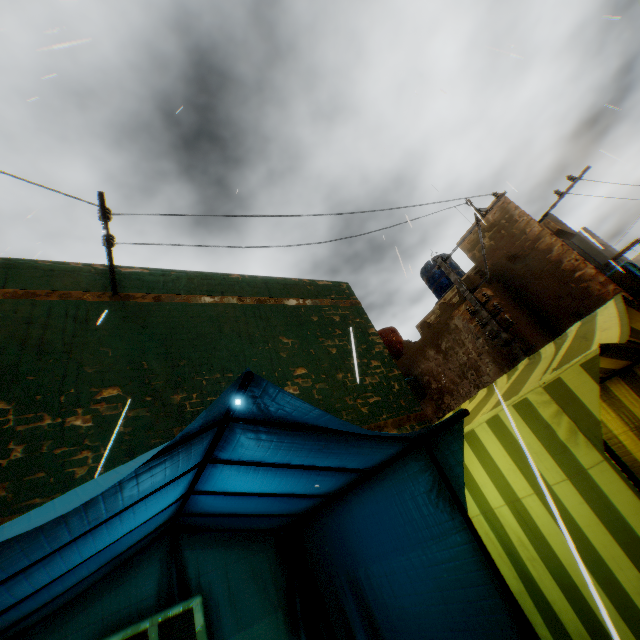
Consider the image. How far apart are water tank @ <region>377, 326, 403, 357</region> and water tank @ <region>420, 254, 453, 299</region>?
2.3m

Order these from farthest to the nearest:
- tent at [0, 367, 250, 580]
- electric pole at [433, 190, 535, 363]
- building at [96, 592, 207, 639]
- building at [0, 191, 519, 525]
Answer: electric pole at [433, 190, 535, 363] < building at [0, 191, 519, 525] < building at [96, 592, 207, 639] < tent at [0, 367, 250, 580]

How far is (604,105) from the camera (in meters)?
6.80

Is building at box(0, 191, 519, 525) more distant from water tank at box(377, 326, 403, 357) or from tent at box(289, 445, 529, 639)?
water tank at box(377, 326, 403, 357)

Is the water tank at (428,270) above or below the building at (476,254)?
above

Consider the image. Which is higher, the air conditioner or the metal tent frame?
the air conditioner

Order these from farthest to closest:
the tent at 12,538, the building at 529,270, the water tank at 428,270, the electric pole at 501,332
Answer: the water tank at 428,270
the building at 529,270
the electric pole at 501,332
the tent at 12,538

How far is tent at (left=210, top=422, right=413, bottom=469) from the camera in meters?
Result: 1.9 m
